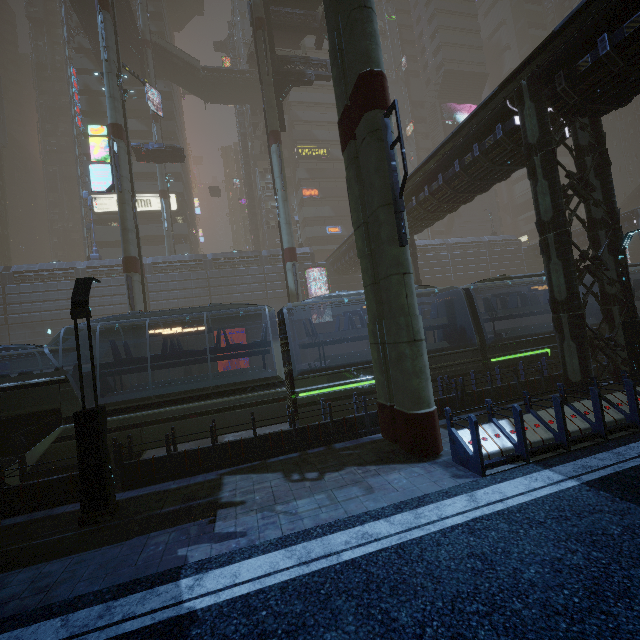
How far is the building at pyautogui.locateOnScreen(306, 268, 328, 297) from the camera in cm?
3691

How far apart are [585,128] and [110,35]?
28.75m

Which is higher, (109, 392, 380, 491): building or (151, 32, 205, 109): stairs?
(151, 32, 205, 109): stairs

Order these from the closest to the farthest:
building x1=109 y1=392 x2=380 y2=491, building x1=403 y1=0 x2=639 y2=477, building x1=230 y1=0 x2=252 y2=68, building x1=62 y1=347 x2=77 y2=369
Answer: building x1=403 y1=0 x2=639 y2=477, building x1=109 y1=392 x2=380 y2=491, building x1=62 y1=347 x2=77 y2=369, building x1=230 y1=0 x2=252 y2=68

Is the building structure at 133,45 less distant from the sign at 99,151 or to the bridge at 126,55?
the bridge at 126,55

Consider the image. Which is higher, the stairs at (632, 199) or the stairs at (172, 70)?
the stairs at (172, 70)

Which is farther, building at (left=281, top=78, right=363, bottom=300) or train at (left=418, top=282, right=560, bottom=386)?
building at (left=281, top=78, right=363, bottom=300)
